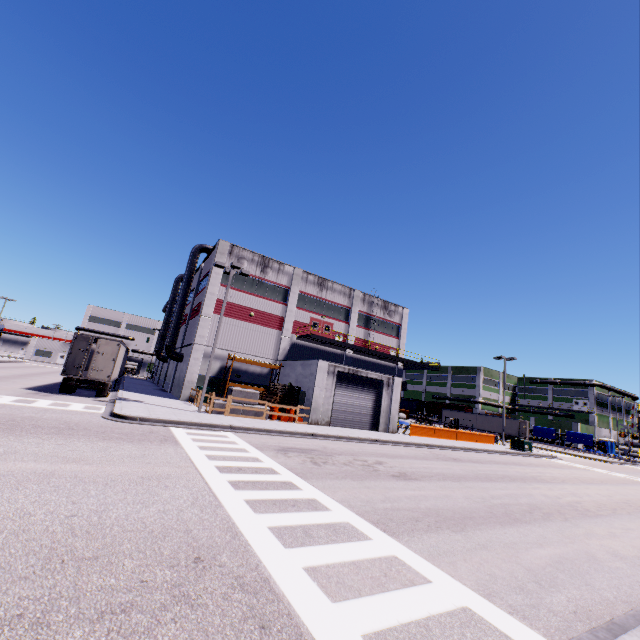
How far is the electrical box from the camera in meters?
31.2 m

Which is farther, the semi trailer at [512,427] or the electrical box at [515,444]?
the semi trailer at [512,427]

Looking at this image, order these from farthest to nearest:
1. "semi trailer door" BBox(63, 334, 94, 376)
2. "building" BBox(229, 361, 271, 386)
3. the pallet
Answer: "building" BBox(229, 361, 271, 386), the pallet, "semi trailer door" BBox(63, 334, 94, 376)

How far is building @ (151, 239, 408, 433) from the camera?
27.1 meters

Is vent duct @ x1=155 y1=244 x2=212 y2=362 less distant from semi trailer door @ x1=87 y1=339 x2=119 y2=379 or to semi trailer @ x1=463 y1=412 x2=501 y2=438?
semi trailer @ x1=463 y1=412 x2=501 y2=438

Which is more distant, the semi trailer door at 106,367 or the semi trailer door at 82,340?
the semi trailer door at 106,367

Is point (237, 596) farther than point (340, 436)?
No

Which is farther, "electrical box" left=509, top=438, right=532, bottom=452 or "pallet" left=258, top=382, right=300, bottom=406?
"electrical box" left=509, top=438, right=532, bottom=452
